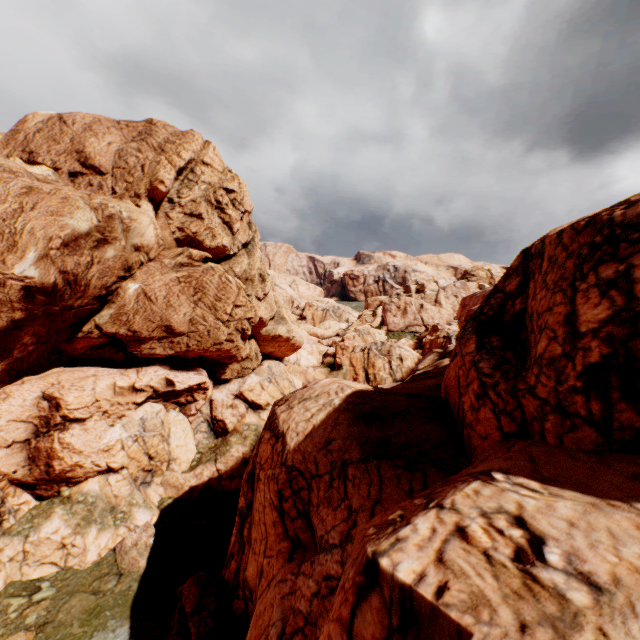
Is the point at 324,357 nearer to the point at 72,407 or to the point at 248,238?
the point at 248,238
